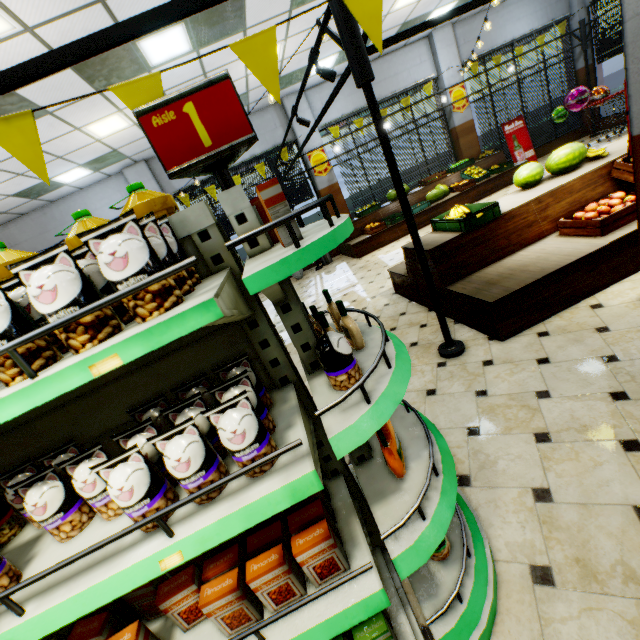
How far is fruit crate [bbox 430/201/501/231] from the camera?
3.83m

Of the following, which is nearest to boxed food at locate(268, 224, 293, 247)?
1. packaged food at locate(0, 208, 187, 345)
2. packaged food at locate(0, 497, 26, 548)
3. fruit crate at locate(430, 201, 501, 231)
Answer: packaged food at locate(0, 208, 187, 345)

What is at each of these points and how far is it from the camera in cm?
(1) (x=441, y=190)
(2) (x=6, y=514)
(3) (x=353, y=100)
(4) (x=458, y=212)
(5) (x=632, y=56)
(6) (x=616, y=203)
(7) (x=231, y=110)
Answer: (1) watermelon, 971
(2) packaged food, 129
(3) building, 1012
(4) banana, 442
(5) building, 188
(6) apples, 352
(7) sign, 111

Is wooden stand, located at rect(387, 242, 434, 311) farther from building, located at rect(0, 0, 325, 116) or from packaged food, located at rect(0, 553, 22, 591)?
packaged food, located at rect(0, 553, 22, 591)

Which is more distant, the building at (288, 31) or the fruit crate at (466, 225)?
the building at (288, 31)

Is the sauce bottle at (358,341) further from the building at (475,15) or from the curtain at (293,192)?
the curtain at (293,192)

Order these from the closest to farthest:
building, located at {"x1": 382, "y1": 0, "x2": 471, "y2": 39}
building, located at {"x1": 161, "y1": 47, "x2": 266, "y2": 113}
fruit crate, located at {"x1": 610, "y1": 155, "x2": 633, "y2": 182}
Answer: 1. fruit crate, located at {"x1": 610, "y1": 155, "x2": 633, "y2": 182}
2. building, located at {"x1": 161, "y1": 47, "x2": 266, "y2": 113}
3. building, located at {"x1": 382, "y1": 0, "x2": 471, "y2": 39}

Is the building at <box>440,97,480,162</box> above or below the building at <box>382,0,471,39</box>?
below
